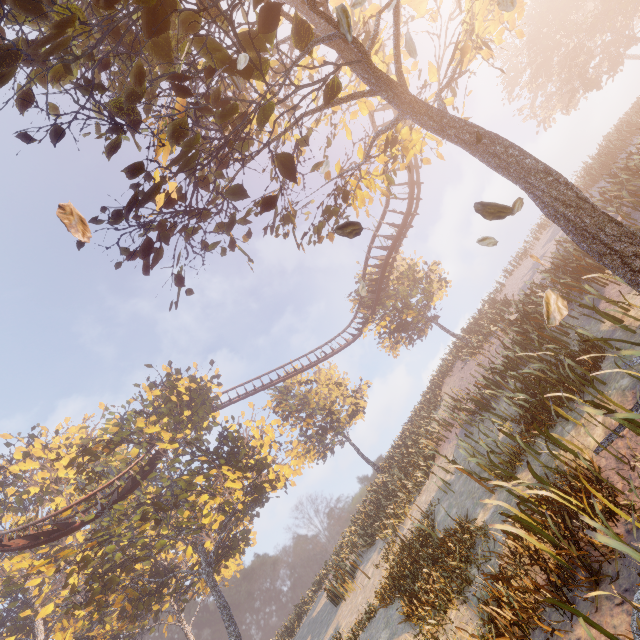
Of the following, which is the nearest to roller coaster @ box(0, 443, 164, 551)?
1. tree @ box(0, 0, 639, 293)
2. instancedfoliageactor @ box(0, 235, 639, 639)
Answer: tree @ box(0, 0, 639, 293)

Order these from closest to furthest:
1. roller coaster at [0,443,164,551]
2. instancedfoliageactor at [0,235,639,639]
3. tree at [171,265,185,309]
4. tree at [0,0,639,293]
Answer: tree at [0,0,639,293] < instancedfoliageactor at [0,235,639,639] < tree at [171,265,185,309] < roller coaster at [0,443,164,551]

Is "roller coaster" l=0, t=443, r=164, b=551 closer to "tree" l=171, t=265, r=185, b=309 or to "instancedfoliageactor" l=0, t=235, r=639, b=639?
"tree" l=171, t=265, r=185, b=309

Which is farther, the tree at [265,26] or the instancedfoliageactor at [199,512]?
the instancedfoliageactor at [199,512]

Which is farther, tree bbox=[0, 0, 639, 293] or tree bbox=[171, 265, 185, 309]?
tree bbox=[171, 265, 185, 309]

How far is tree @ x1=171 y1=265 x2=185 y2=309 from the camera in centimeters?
754cm

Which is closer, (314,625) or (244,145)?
(244,145)

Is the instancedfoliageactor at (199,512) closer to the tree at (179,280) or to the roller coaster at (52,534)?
the roller coaster at (52,534)
